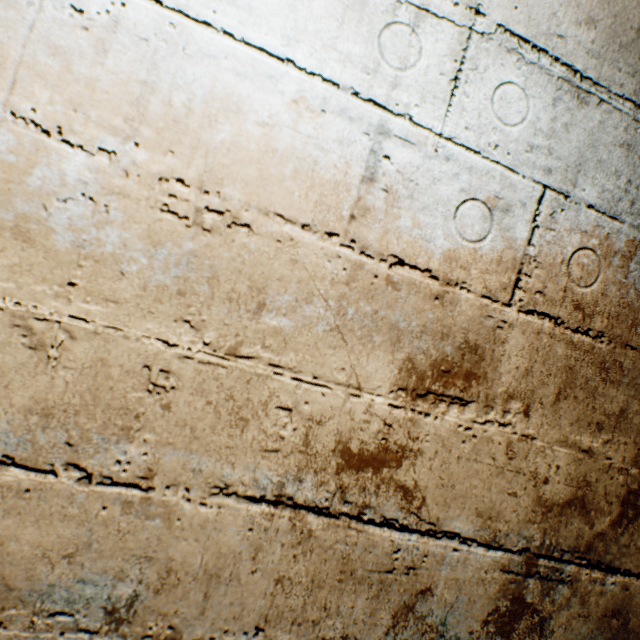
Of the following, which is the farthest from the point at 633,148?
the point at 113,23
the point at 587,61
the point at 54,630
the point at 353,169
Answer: the point at 54,630
